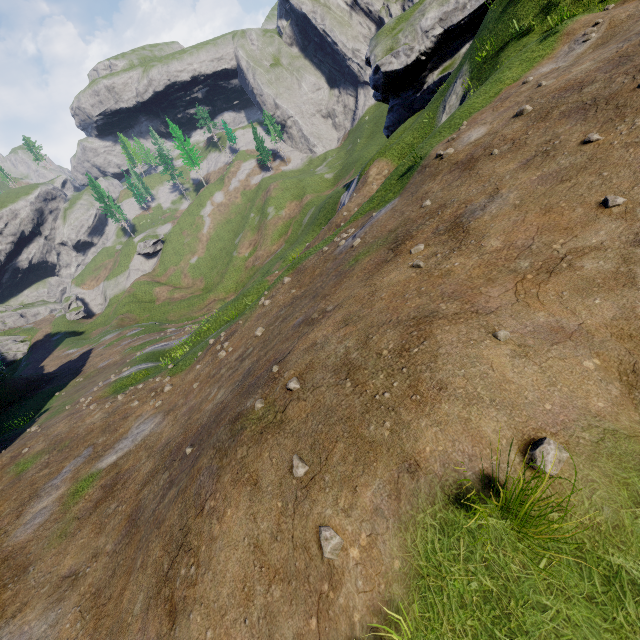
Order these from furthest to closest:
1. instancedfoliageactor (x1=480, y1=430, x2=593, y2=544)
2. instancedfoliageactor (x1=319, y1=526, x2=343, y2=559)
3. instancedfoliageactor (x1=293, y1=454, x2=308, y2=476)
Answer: instancedfoliageactor (x1=293, y1=454, x2=308, y2=476), instancedfoliageactor (x1=319, y1=526, x2=343, y2=559), instancedfoliageactor (x1=480, y1=430, x2=593, y2=544)

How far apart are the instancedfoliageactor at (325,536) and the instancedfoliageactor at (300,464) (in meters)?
0.55

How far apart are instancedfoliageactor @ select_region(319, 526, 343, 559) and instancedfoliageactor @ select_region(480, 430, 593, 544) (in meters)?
1.85

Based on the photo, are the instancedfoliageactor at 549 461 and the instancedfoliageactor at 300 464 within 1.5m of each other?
no

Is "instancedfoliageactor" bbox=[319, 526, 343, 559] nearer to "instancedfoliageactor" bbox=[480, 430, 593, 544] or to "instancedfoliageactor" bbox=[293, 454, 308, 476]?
"instancedfoliageactor" bbox=[293, 454, 308, 476]

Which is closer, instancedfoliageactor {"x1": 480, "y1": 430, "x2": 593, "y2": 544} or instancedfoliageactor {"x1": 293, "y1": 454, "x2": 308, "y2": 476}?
instancedfoliageactor {"x1": 480, "y1": 430, "x2": 593, "y2": 544}

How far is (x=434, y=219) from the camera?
7.1m
